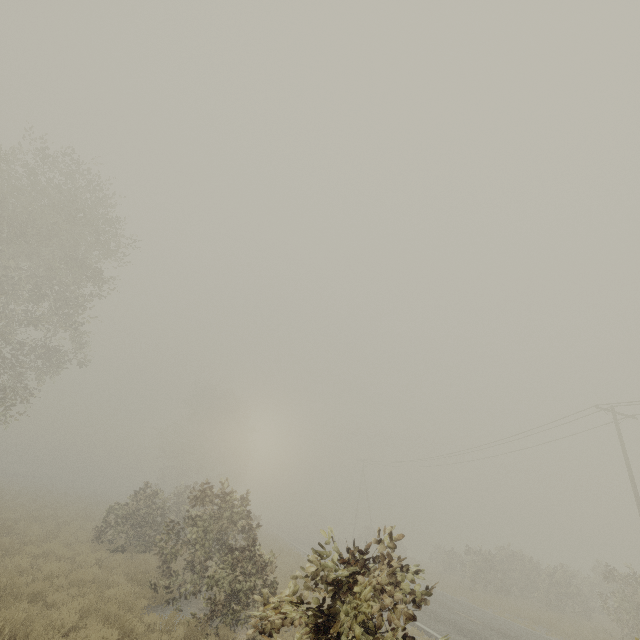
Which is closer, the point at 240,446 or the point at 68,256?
the point at 68,256

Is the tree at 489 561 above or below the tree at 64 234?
below

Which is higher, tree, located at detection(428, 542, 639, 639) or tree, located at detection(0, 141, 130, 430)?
tree, located at detection(0, 141, 130, 430)
